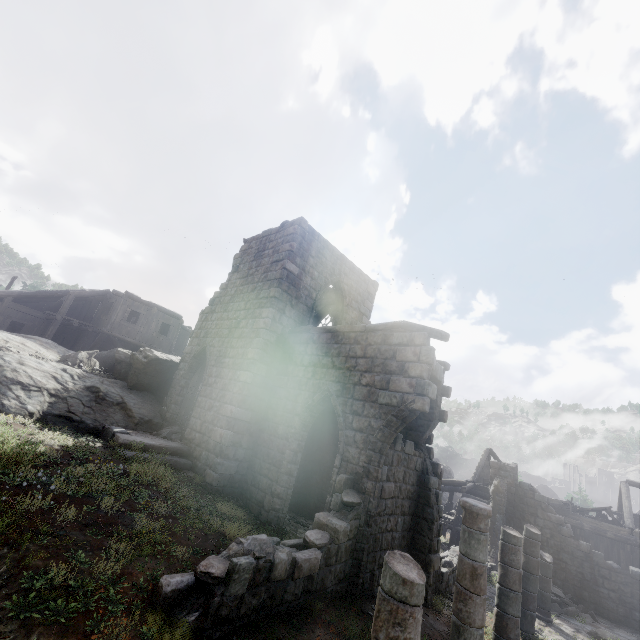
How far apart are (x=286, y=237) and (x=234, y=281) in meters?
3.5 m

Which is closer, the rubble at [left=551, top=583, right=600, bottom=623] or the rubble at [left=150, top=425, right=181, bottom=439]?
the rubble at [left=150, top=425, right=181, bottom=439]

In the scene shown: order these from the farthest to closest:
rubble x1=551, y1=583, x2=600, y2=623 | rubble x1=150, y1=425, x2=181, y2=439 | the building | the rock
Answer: rubble x1=551, y1=583, x2=600, y2=623 → rubble x1=150, y1=425, x2=181, y2=439 → the rock → the building

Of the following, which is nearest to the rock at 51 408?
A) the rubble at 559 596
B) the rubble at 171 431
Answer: the rubble at 171 431

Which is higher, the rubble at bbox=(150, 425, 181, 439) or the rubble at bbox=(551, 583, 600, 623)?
the rubble at bbox=(150, 425, 181, 439)

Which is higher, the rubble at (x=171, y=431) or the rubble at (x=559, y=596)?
the rubble at (x=171, y=431)

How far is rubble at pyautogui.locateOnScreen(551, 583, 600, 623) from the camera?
13.52m

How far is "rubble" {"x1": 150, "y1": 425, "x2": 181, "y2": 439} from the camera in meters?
12.6 m
